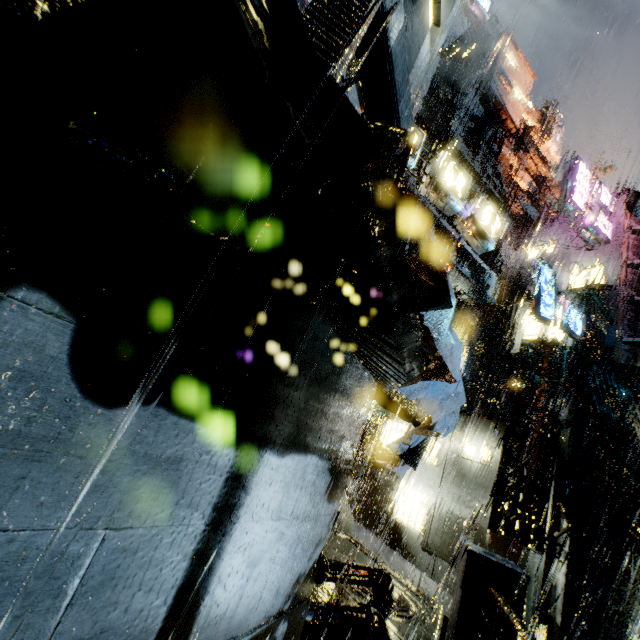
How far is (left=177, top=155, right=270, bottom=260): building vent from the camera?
1.6m

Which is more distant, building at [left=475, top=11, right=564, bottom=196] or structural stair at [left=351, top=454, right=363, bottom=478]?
building at [left=475, top=11, right=564, bottom=196]

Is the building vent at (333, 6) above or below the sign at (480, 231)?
below

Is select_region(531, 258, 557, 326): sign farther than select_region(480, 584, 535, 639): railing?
Yes

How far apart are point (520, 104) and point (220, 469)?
71.4 meters

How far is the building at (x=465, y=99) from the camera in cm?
2290

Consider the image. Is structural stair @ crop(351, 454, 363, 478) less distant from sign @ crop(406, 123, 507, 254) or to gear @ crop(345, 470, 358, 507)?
gear @ crop(345, 470, 358, 507)

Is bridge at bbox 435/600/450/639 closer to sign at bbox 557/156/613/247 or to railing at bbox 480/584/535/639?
railing at bbox 480/584/535/639
